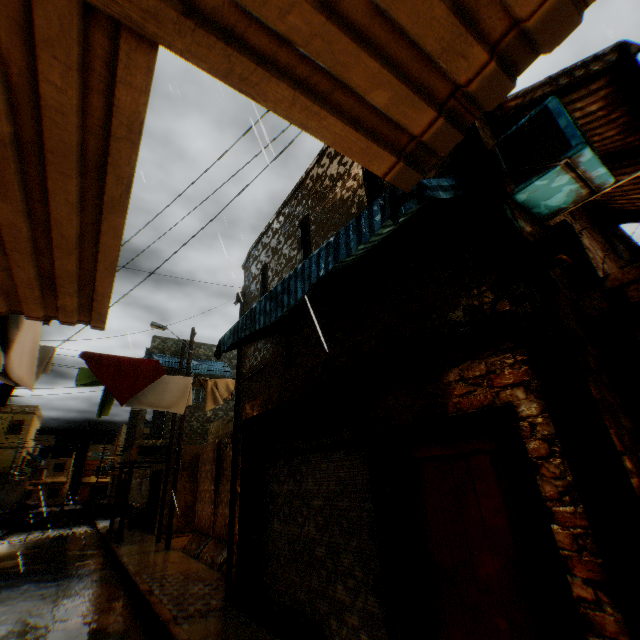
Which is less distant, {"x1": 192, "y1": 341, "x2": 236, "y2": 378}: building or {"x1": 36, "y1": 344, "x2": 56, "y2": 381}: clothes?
{"x1": 36, "y1": 344, "x2": 56, "y2": 381}: clothes

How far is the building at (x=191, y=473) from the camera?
15.5m

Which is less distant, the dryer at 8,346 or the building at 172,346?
the dryer at 8,346

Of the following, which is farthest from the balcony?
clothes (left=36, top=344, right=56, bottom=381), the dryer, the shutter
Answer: the shutter

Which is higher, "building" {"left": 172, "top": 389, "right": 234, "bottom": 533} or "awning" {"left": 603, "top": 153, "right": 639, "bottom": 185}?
"awning" {"left": 603, "top": 153, "right": 639, "bottom": 185}

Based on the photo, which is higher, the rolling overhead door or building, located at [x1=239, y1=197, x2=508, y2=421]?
building, located at [x1=239, y1=197, x2=508, y2=421]

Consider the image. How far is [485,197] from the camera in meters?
3.3 m

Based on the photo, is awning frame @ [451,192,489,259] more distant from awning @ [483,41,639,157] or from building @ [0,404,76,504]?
awning @ [483,41,639,157]
